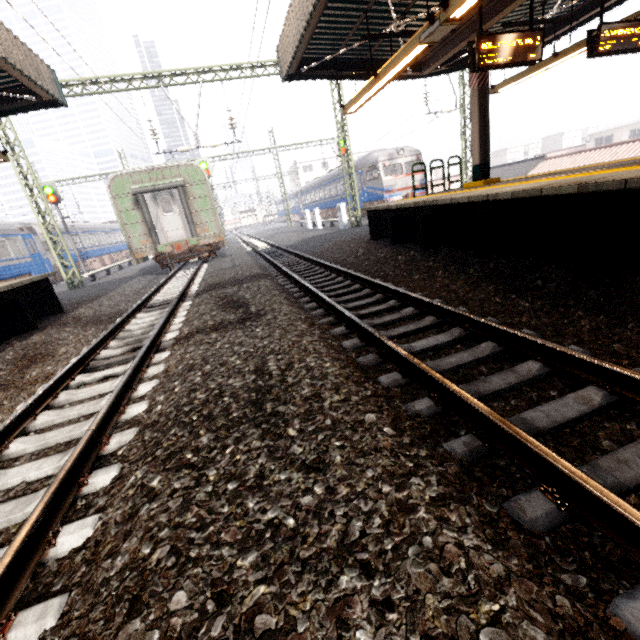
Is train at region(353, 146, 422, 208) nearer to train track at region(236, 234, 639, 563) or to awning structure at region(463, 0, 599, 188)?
train track at region(236, 234, 639, 563)

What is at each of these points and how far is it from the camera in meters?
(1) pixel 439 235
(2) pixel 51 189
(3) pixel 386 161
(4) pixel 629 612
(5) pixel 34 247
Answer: (1) platform underside, 7.7 m
(2) traffic signal, 19.5 m
(3) train, 21.7 m
(4) train track, 1.2 m
(5) train, 19.9 m

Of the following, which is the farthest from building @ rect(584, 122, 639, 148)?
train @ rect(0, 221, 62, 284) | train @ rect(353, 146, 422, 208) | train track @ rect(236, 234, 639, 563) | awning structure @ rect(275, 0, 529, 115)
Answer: train @ rect(0, 221, 62, 284)

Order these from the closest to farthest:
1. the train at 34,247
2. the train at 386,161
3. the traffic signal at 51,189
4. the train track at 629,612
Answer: the train track at 629,612, the train at 34,247, the traffic signal at 51,189, the train at 386,161

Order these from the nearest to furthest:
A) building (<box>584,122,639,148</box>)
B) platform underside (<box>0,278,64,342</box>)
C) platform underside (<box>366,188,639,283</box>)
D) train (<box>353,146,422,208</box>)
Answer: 1. platform underside (<box>366,188,639,283</box>)
2. platform underside (<box>0,278,64,342</box>)
3. train (<box>353,146,422,208</box>)
4. building (<box>584,122,639,148</box>)

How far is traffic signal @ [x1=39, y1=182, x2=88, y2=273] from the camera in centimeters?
1950cm

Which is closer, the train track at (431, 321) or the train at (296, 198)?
the train track at (431, 321)

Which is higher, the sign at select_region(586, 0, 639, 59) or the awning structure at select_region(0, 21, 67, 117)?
the awning structure at select_region(0, 21, 67, 117)
